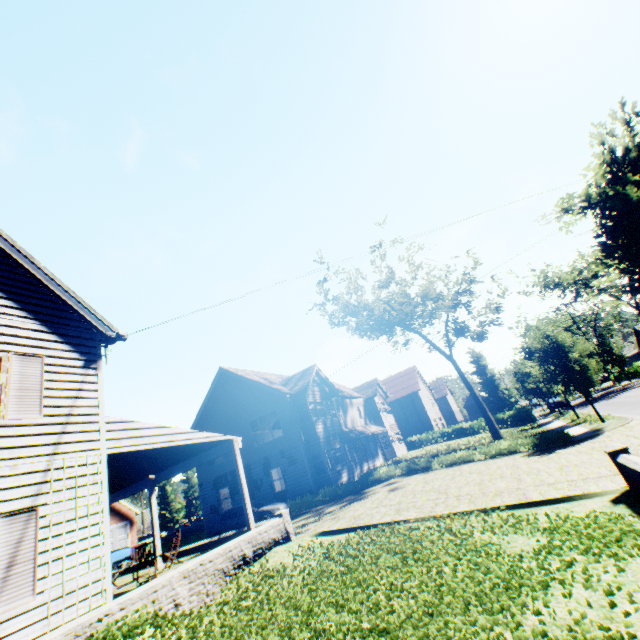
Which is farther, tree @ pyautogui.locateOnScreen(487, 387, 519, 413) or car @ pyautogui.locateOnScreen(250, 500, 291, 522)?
tree @ pyautogui.locateOnScreen(487, 387, 519, 413)

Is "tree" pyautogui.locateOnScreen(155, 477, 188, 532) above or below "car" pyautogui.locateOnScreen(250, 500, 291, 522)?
above

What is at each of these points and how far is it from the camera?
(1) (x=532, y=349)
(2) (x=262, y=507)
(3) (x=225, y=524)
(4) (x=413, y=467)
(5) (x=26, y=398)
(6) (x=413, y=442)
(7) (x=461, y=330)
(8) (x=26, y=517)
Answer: (1) tree, 26.64m
(2) car, 18.00m
(3) car, 18.09m
(4) hedge, 19.62m
(5) shutter, 7.43m
(6) hedge, 41.44m
(7) tree, 28.95m
(8) shutter, 6.51m

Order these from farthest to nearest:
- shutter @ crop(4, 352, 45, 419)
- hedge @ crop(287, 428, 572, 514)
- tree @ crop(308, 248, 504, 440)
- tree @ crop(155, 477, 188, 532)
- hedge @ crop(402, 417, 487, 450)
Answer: tree @ crop(155, 477, 188, 532), hedge @ crop(402, 417, 487, 450), tree @ crop(308, 248, 504, 440), hedge @ crop(287, 428, 572, 514), shutter @ crop(4, 352, 45, 419)

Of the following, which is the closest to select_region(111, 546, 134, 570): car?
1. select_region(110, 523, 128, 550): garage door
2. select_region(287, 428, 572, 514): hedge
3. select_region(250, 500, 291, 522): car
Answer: select_region(250, 500, 291, 522): car

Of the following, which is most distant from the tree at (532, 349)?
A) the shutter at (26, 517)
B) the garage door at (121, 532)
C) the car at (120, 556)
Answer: the car at (120, 556)

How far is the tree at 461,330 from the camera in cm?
2680

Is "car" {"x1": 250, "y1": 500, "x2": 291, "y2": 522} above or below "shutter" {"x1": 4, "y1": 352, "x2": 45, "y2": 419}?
below
